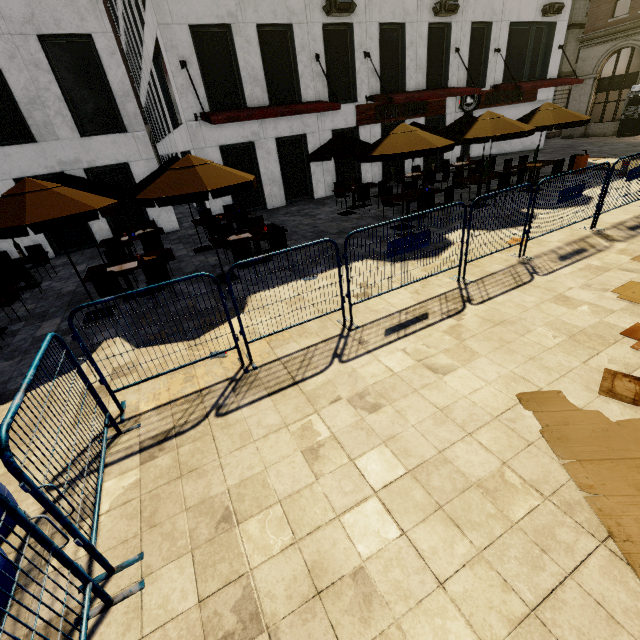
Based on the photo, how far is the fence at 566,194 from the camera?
7.2 meters

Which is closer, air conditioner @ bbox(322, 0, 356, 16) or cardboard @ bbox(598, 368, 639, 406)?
cardboard @ bbox(598, 368, 639, 406)

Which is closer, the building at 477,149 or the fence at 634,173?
the fence at 634,173

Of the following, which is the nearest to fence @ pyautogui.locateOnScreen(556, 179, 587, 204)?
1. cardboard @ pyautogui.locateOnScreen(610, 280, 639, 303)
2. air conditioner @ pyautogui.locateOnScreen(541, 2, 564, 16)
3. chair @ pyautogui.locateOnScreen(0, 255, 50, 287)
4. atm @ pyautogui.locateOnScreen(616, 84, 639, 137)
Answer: cardboard @ pyautogui.locateOnScreen(610, 280, 639, 303)

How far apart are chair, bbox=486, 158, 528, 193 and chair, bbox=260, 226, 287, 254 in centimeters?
895cm

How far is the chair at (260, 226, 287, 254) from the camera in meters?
8.2 m

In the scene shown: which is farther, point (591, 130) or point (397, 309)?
point (591, 130)

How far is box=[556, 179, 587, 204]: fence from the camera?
7.2m
